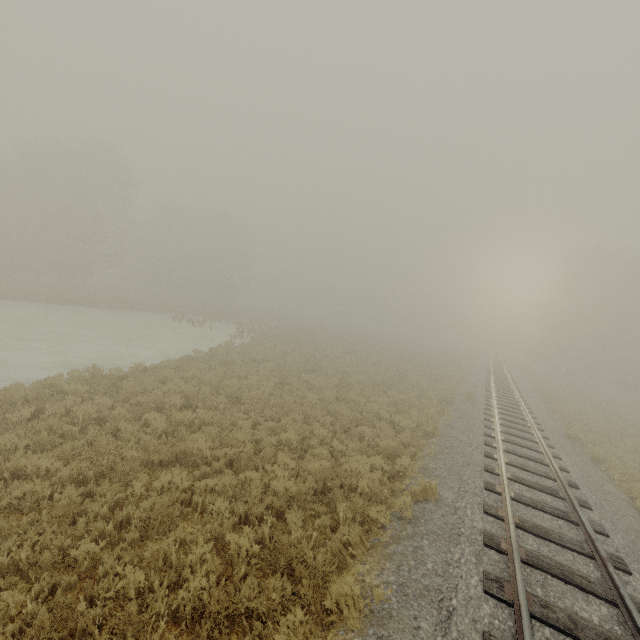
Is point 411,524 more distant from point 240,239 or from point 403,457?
point 240,239
